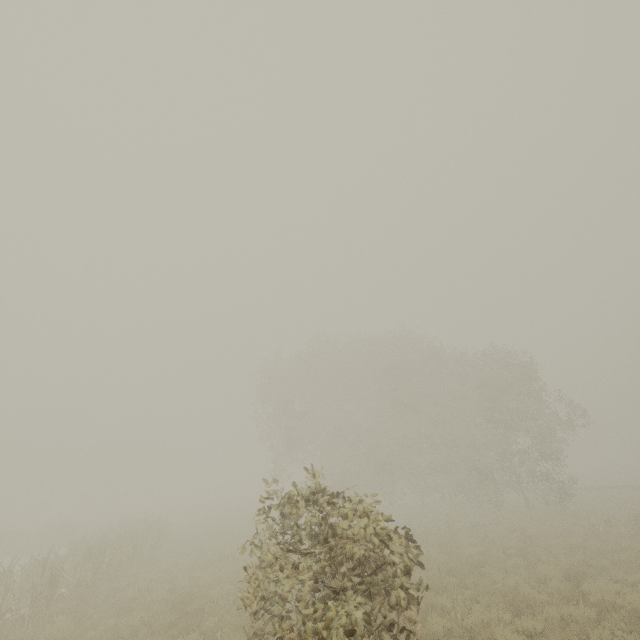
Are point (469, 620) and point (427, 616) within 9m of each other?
yes
